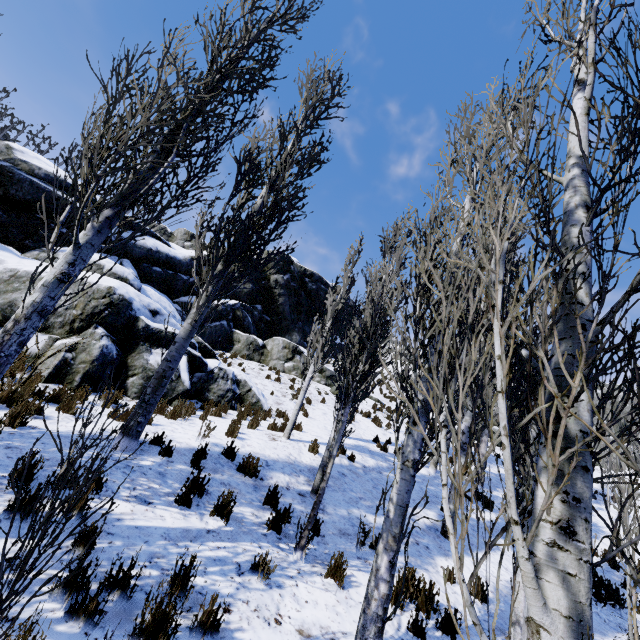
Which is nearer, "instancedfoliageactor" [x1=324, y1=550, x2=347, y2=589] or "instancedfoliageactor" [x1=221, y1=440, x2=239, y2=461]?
"instancedfoliageactor" [x1=324, y1=550, x2=347, y2=589]

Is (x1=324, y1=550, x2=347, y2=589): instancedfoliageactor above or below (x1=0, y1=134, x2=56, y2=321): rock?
Result: below

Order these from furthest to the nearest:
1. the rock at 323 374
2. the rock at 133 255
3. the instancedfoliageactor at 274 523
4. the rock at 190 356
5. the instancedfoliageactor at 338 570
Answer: the rock at 323 374 < the rock at 190 356 < the rock at 133 255 < the instancedfoliageactor at 274 523 < the instancedfoliageactor at 338 570

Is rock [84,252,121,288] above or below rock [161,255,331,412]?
above

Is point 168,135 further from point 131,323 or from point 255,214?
point 131,323

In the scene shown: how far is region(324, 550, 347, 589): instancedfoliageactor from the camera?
4.6m

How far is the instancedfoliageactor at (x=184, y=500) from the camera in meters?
4.8
